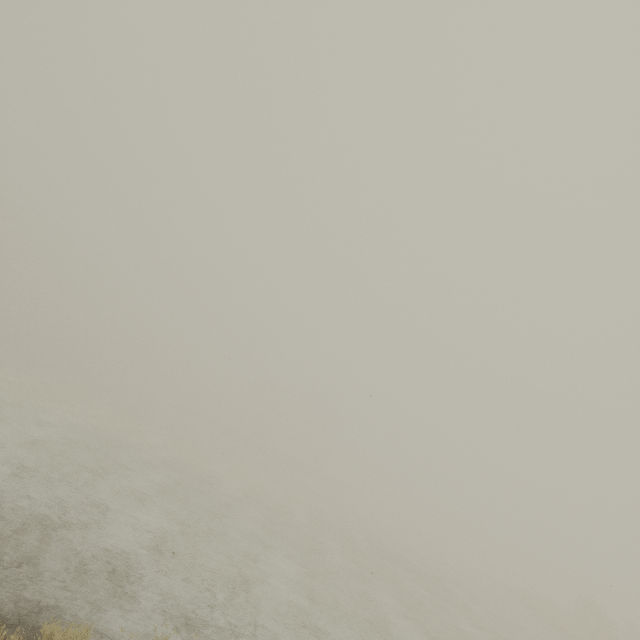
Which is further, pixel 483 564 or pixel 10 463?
pixel 483 564
